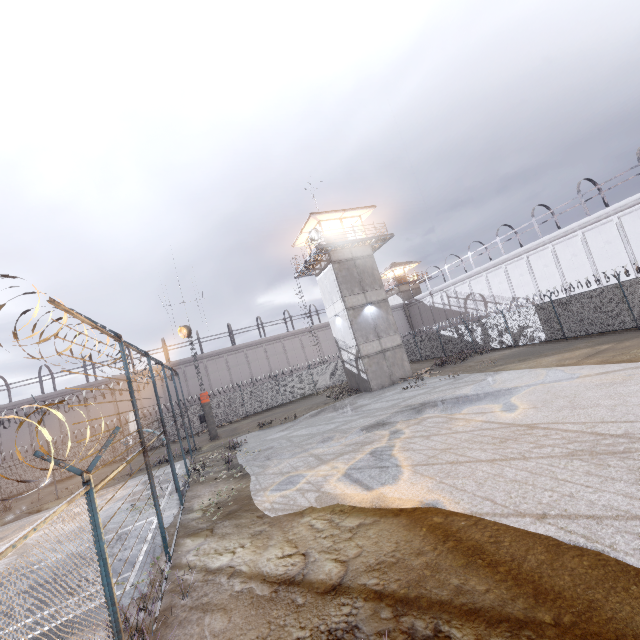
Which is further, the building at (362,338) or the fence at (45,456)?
the building at (362,338)

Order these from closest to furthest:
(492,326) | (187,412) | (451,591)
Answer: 1. (451,591)
2. (187,412)
3. (492,326)

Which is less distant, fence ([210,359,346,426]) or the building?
the building

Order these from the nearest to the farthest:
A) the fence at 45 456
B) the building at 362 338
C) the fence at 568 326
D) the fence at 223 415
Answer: the fence at 45 456 → the fence at 568 326 → the building at 362 338 → the fence at 223 415

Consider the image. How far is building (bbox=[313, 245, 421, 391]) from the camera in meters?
25.4 m

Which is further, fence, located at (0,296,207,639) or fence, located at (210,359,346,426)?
fence, located at (210,359,346,426)

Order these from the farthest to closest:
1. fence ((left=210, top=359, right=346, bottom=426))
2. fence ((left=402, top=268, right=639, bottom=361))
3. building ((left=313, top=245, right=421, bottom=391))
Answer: fence ((left=210, top=359, right=346, bottom=426)), building ((left=313, top=245, right=421, bottom=391)), fence ((left=402, top=268, right=639, bottom=361))

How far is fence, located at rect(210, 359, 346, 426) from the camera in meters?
32.6 m
